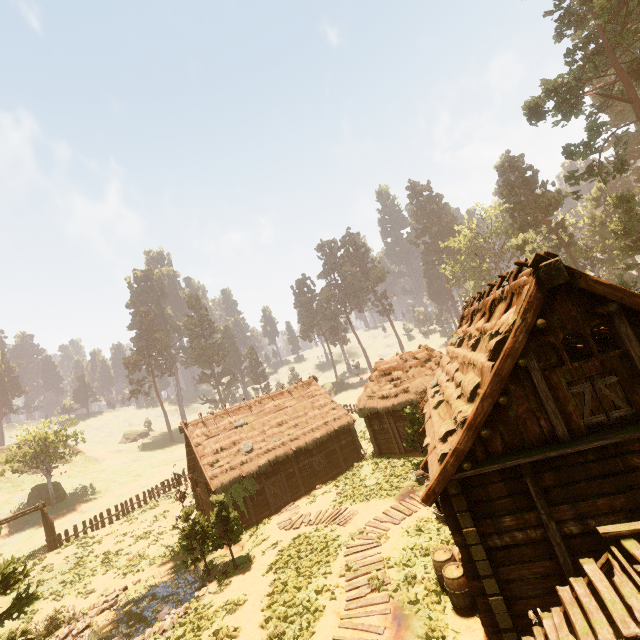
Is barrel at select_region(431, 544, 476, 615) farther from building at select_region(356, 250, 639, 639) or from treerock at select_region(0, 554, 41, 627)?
treerock at select_region(0, 554, 41, 627)

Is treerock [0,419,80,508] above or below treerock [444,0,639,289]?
below

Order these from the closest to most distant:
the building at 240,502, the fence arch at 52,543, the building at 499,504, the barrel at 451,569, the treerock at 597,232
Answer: the building at 499,504 < the barrel at 451,569 < the building at 240,502 < the fence arch at 52,543 < the treerock at 597,232

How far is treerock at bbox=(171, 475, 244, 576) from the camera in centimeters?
1587cm

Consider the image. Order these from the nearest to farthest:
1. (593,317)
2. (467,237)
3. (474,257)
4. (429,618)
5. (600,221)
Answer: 1. (593,317)
2. (429,618)
3. (600,221)
4. (474,257)
5. (467,237)

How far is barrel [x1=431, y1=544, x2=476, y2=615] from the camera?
8.4 meters

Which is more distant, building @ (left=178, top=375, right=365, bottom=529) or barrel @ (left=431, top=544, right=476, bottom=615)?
building @ (left=178, top=375, right=365, bottom=529)

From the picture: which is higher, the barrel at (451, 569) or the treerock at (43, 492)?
the treerock at (43, 492)
